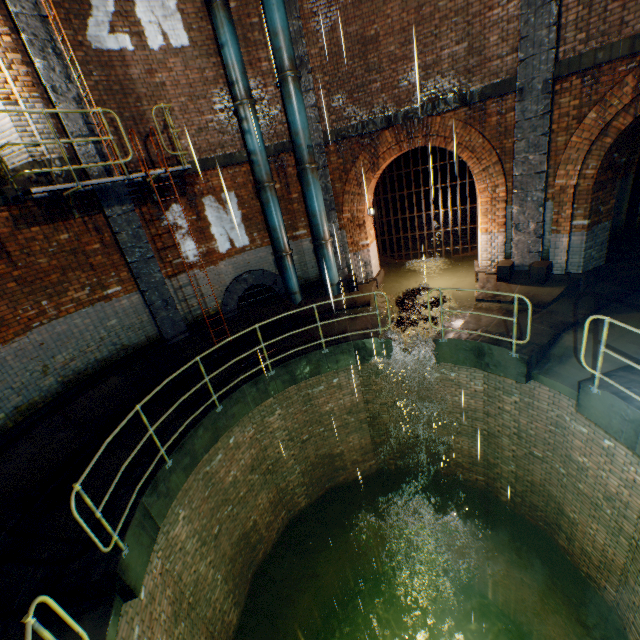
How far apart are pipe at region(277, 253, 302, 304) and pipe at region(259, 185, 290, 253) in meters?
0.1

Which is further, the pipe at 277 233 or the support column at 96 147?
the pipe at 277 233

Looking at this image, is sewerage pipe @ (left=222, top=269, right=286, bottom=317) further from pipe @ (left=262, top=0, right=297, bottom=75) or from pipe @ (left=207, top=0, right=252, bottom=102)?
pipe @ (left=262, top=0, right=297, bottom=75)

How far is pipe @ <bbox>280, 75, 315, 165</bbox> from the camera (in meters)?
8.22

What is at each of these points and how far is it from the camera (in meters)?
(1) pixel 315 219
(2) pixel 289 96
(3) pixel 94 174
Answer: (1) pipe, 9.55
(2) pipe, 8.29
(3) support column, 7.37

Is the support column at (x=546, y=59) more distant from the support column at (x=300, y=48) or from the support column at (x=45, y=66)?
the support column at (x=45, y=66)

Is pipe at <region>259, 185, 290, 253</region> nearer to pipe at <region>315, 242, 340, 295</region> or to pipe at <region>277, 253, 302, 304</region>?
pipe at <region>277, 253, 302, 304</region>

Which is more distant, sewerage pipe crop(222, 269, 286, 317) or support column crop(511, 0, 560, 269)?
sewerage pipe crop(222, 269, 286, 317)
